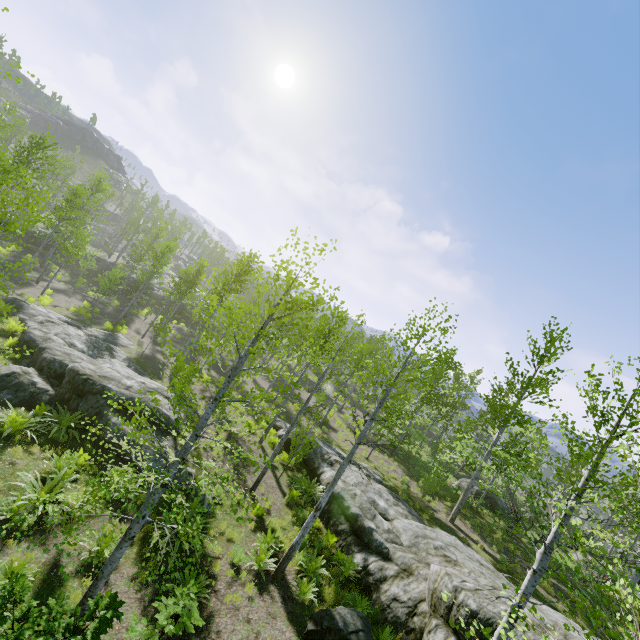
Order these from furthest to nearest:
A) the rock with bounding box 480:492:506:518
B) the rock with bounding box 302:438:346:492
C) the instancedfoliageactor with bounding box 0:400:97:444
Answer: the rock with bounding box 480:492:506:518
the rock with bounding box 302:438:346:492
the instancedfoliageactor with bounding box 0:400:97:444

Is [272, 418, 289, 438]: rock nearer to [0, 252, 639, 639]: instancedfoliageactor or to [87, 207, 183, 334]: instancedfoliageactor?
[0, 252, 639, 639]: instancedfoliageactor

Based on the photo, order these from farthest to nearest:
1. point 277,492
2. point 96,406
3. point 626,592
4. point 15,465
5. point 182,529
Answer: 1. point 277,492
2. point 96,406
3. point 15,465
4. point 182,529
5. point 626,592

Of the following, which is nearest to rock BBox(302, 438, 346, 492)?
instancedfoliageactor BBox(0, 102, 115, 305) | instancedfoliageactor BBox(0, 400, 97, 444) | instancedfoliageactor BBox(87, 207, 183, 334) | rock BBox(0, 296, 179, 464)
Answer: instancedfoliageactor BBox(0, 102, 115, 305)

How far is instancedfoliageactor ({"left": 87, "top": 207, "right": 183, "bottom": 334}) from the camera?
27.0 meters

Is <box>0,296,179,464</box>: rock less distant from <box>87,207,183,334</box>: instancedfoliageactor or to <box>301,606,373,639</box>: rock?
<box>301,606,373,639</box>: rock

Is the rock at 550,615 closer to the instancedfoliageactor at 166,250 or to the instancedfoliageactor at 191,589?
the instancedfoliageactor at 191,589

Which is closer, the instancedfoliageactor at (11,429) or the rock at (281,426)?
the instancedfoliageactor at (11,429)
